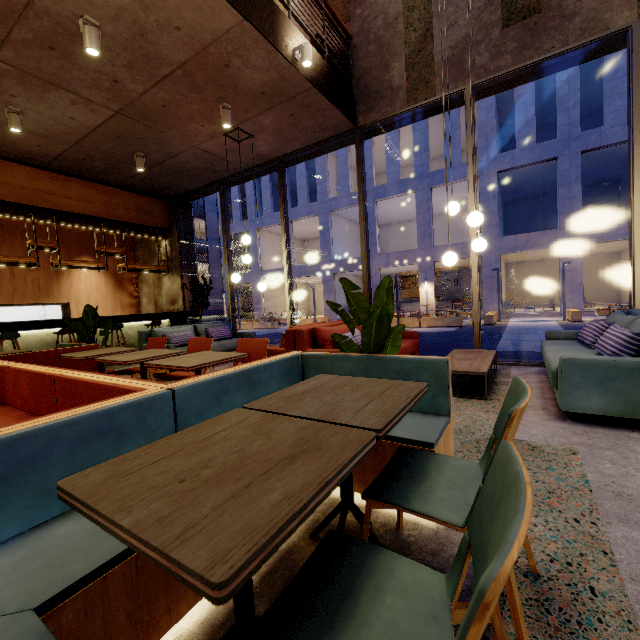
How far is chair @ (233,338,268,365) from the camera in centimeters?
339cm

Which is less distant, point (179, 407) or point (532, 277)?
point (179, 407)

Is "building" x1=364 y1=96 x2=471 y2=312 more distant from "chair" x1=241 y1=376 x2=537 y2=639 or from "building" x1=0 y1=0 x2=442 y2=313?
"chair" x1=241 y1=376 x2=537 y2=639

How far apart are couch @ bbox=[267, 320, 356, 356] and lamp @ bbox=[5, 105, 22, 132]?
5.03m

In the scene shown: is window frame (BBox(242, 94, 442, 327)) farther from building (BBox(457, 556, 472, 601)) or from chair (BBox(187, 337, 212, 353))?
chair (BBox(187, 337, 212, 353))

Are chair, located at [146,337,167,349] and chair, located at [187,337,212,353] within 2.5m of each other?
yes

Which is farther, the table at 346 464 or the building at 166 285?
the building at 166 285
